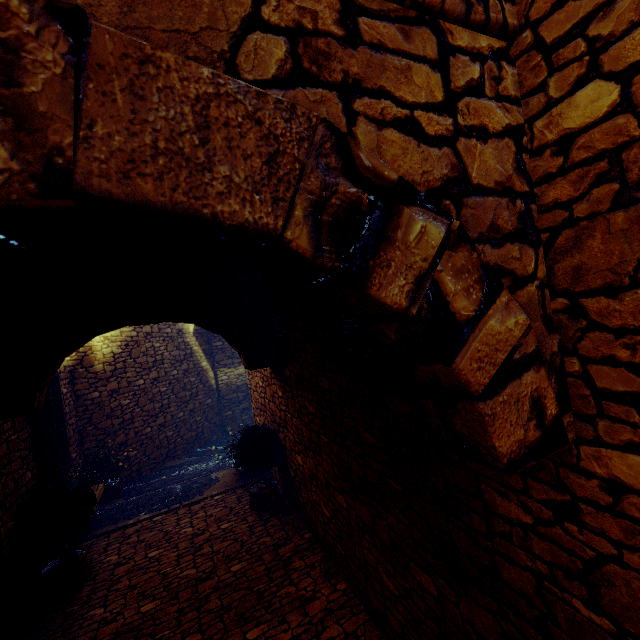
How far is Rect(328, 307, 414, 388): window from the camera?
2.3 meters

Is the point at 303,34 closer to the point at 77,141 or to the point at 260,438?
the point at 77,141

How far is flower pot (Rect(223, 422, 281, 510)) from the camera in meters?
5.2 m

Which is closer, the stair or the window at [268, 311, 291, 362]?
the window at [268, 311, 291, 362]

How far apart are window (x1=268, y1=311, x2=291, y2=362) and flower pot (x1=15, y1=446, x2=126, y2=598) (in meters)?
3.07

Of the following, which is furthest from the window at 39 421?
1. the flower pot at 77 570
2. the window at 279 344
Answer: the window at 279 344

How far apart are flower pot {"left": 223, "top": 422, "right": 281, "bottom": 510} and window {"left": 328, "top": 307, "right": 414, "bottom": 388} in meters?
2.8

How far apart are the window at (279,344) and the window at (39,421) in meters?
3.5
